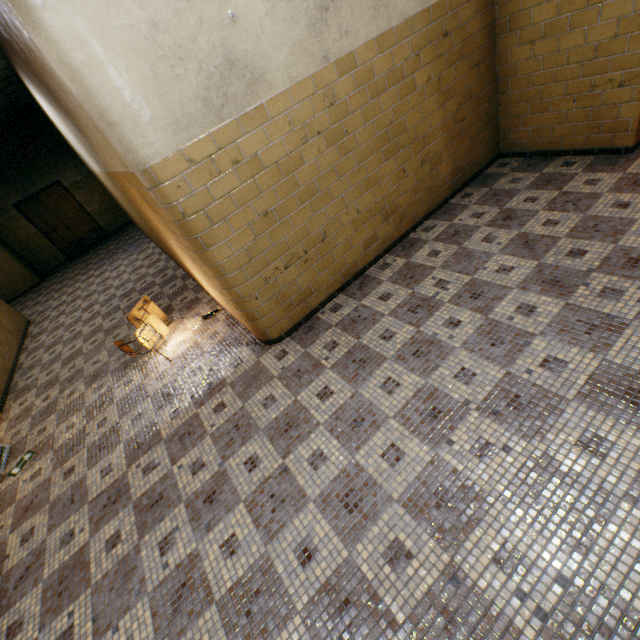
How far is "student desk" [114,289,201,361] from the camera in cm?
419

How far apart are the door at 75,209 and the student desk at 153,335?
9.87m

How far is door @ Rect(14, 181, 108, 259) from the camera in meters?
10.8 m

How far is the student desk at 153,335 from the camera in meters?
4.2 m

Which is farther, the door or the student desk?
the door

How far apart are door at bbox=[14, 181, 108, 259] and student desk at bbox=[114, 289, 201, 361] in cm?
987

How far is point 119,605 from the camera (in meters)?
2.18
